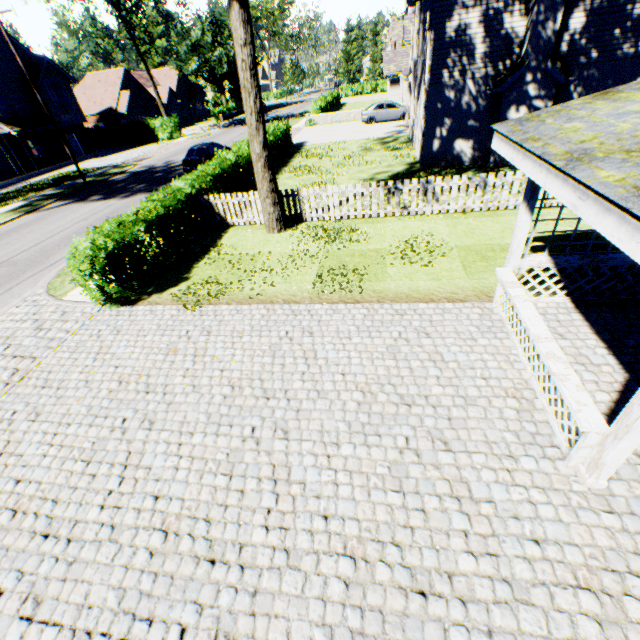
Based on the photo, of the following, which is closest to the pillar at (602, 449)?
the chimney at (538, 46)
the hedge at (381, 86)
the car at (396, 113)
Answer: the chimney at (538, 46)

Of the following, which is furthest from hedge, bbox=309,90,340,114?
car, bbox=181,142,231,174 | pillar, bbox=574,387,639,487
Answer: pillar, bbox=574,387,639,487

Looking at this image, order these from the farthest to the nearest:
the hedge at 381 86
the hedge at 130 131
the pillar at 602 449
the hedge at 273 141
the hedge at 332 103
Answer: the hedge at 381 86, the hedge at 130 131, the hedge at 332 103, the hedge at 273 141, the pillar at 602 449

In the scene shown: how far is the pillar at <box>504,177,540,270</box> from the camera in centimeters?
571cm

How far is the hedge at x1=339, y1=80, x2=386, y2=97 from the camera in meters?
57.6

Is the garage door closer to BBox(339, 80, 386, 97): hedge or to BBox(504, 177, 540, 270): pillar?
BBox(504, 177, 540, 270): pillar

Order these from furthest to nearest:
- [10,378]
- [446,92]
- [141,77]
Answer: [141,77], [446,92], [10,378]

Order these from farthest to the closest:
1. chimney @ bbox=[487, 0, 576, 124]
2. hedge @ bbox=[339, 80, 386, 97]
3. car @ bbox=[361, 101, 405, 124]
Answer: hedge @ bbox=[339, 80, 386, 97]
car @ bbox=[361, 101, 405, 124]
chimney @ bbox=[487, 0, 576, 124]
